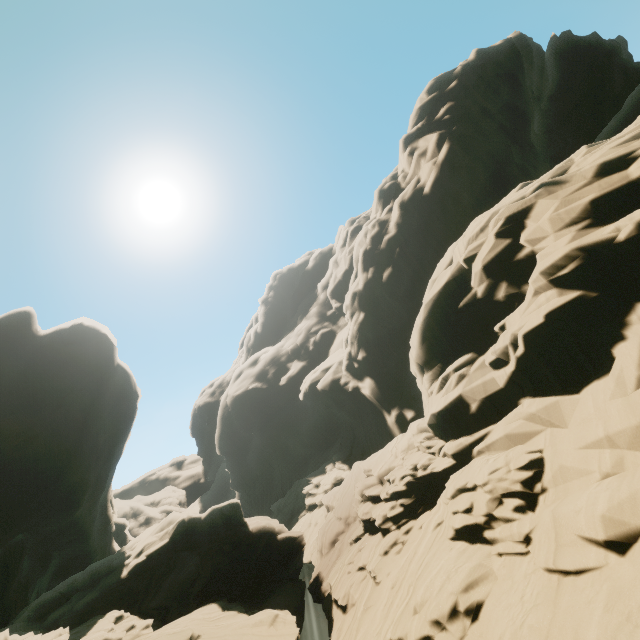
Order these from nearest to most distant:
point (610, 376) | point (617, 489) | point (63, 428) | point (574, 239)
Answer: point (617, 489)
point (610, 376)
point (574, 239)
point (63, 428)
